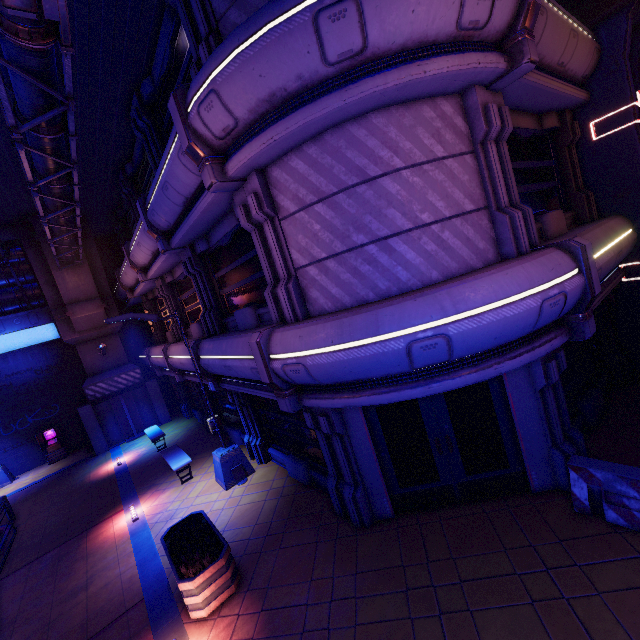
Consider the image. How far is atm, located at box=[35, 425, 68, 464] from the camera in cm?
1848

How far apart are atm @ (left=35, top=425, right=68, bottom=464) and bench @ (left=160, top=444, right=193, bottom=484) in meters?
10.6 m

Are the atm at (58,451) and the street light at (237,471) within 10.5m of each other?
no

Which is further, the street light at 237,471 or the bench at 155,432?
the bench at 155,432

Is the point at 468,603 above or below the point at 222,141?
below

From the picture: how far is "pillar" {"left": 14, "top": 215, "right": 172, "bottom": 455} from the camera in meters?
16.5

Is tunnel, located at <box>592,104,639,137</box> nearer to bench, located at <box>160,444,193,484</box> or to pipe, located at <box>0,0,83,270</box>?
pipe, located at <box>0,0,83,270</box>

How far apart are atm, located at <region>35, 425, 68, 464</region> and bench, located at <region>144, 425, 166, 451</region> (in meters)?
6.33
